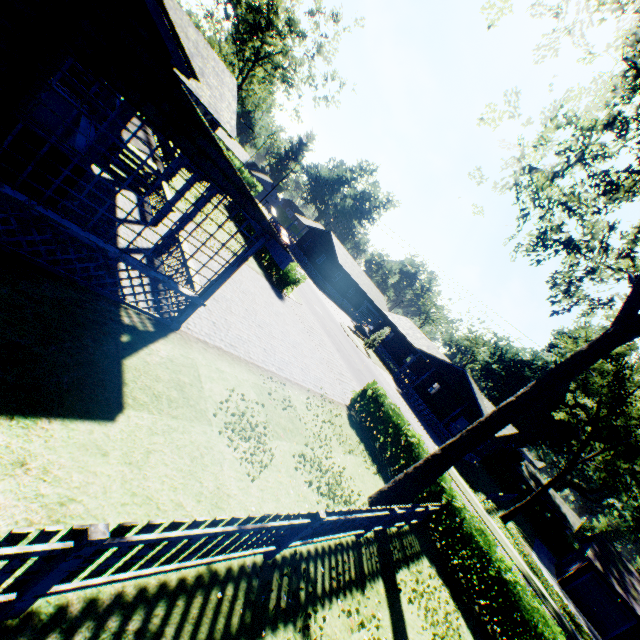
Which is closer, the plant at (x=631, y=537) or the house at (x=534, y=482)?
the plant at (x=631, y=537)

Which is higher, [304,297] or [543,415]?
[543,415]

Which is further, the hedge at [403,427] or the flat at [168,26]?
the hedge at [403,427]

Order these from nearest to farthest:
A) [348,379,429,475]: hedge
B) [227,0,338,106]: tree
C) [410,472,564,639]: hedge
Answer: [410,472,564,639]: hedge < [348,379,429,475]: hedge < [227,0,338,106]: tree

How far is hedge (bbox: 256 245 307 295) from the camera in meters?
21.9

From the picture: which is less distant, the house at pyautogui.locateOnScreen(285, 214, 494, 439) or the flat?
the flat

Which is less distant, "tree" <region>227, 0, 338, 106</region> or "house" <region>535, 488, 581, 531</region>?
"tree" <region>227, 0, 338, 106</region>

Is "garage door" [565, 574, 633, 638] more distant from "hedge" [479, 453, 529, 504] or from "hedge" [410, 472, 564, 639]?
"hedge" [410, 472, 564, 639]
